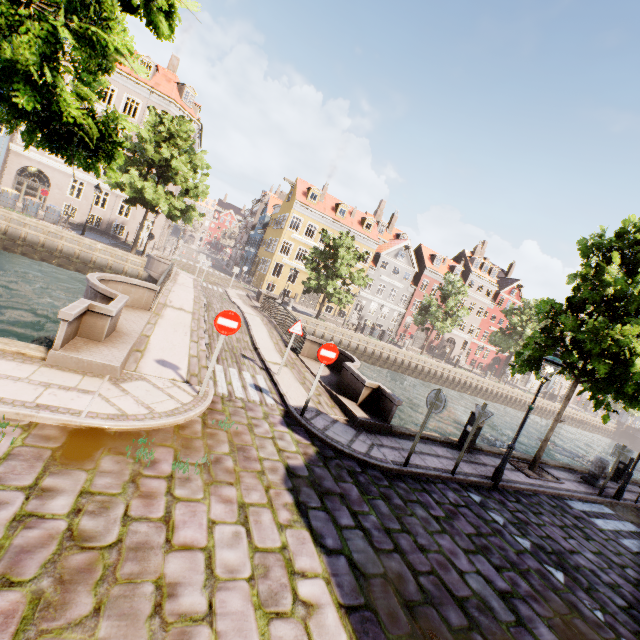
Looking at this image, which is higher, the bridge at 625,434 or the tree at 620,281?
the tree at 620,281

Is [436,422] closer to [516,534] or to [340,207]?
[516,534]

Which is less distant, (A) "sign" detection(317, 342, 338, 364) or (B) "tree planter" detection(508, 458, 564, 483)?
(A) "sign" detection(317, 342, 338, 364)

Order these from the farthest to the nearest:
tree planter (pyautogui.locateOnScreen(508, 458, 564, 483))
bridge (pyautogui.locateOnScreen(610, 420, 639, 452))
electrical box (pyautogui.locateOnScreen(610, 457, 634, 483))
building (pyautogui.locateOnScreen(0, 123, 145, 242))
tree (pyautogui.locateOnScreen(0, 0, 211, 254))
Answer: bridge (pyautogui.locateOnScreen(610, 420, 639, 452)) < building (pyautogui.locateOnScreen(0, 123, 145, 242)) < electrical box (pyautogui.locateOnScreen(610, 457, 634, 483)) < tree planter (pyautogui.locateOnScreen(508, 458, 564, 483)) < tree (pyautogui.locateOnScreen(0, 0, 211, 254))

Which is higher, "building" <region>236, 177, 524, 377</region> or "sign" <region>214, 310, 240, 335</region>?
"building" <region>236, 177, 524, 377</region>

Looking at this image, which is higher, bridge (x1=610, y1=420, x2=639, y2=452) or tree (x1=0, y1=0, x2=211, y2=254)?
tree (x1=0, y1=0, x2=211, y2=254)

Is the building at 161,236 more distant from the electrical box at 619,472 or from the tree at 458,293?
the electrical box at 619,472

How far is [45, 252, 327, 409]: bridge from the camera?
6.51m
